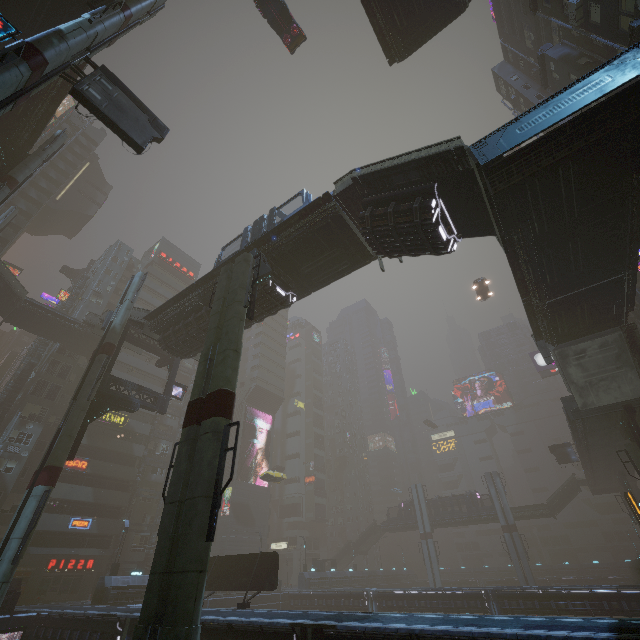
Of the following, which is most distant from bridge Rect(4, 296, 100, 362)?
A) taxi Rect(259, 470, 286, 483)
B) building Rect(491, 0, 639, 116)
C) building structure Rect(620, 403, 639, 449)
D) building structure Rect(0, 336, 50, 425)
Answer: building structure Rect(620, 403, 639, 449)

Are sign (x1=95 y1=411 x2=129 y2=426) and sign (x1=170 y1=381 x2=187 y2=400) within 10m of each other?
no

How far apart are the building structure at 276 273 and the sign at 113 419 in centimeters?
3648cm

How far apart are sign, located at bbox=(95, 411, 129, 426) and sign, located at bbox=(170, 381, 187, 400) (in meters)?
19.98

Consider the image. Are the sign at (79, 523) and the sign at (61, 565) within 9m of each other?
yes

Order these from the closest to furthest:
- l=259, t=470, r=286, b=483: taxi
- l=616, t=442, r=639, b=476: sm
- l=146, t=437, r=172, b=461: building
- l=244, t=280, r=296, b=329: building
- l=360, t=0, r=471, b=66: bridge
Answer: l=360, t=0, r=471, b=66: bridge
l=244, t=280, r=296, b=329: building
l=616, t=442, r=639, b=476: sm
l=259, t=470, r=286, b=483: taxi
l=146, t=437, r=172, b=461: building

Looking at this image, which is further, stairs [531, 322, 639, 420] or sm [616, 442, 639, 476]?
sm [616, 442, 639, 476]

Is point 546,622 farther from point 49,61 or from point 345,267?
point 49,61
